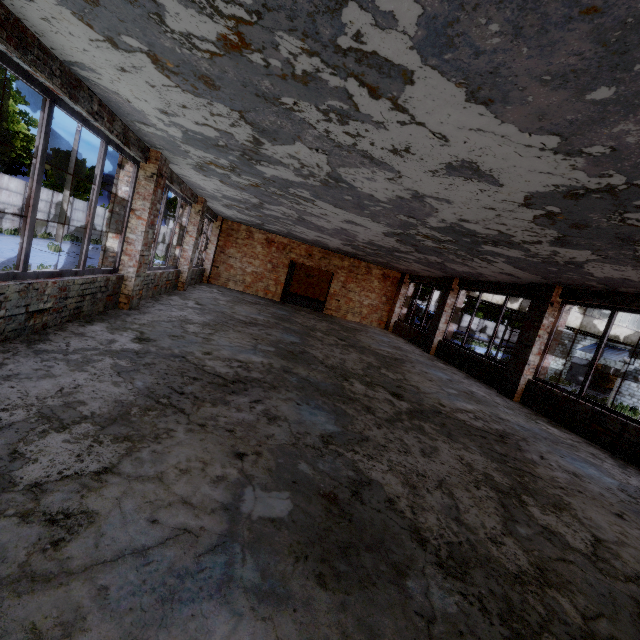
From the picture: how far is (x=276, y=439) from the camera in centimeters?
331cm

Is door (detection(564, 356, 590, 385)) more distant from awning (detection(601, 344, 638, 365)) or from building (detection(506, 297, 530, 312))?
building (detection(506, 297, 530, 312))

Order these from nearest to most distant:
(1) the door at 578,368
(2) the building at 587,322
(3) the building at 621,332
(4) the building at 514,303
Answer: (4) the building at 514,303 < (2) the building at 587,322 < (3) the building at 621,332 < (1) the door at 578,368

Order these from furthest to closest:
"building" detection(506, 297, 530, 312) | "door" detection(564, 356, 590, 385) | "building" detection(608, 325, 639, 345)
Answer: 1. "door" detection(564, 356, 590, 385)
2. "building" detection(608, 325, 639, 345)
3. "building" detection(506, 297, 530, 312)

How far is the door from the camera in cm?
2606

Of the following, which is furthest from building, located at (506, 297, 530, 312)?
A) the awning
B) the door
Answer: the door

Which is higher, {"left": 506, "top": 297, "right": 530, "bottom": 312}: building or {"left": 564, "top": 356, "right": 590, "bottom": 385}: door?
{"left": 506, "top": 297, "right": 530, "bottom": 312}: building

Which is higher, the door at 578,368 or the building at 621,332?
the building at 621,332
